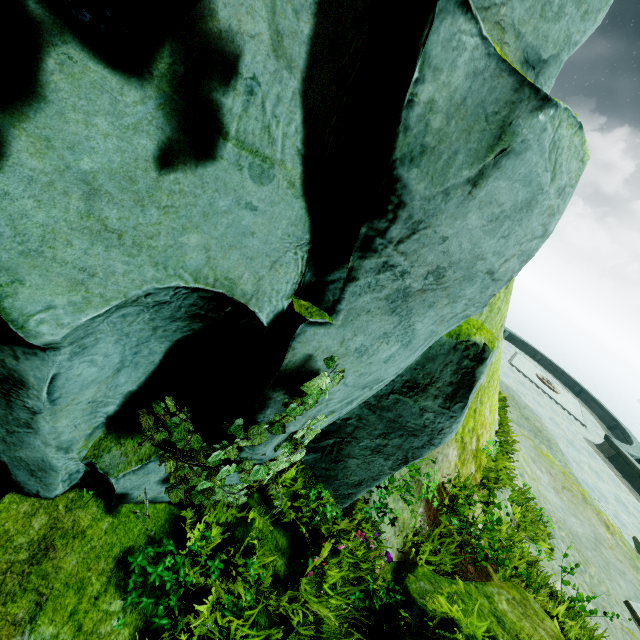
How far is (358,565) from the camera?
3.83m

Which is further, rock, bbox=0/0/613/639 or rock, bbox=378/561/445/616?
rock, bbox=378/561/445/616

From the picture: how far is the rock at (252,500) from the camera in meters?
3.4

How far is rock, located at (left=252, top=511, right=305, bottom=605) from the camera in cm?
305

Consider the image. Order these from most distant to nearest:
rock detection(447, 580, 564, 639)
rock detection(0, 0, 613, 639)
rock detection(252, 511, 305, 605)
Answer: rock detection(447, 580, 564, 639) → rock detection(252, 511, 305, 605) → rock detection(0, 0, 613, 639)

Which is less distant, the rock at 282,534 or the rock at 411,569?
the rock at 282,534

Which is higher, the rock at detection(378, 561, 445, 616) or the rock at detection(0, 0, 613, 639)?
the rock at detection(0, 0, 613, 639)
